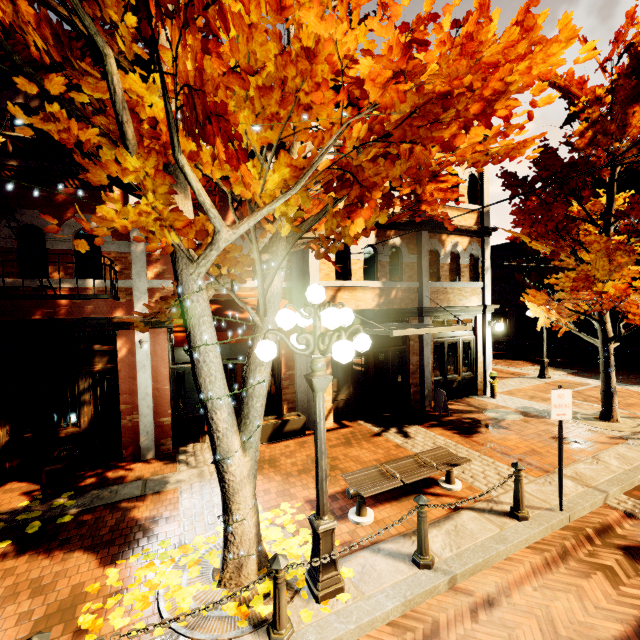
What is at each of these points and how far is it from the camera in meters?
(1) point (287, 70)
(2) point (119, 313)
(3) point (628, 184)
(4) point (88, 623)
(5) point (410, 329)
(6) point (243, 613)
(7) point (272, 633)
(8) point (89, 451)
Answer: (1) tree, 2.9 m
(2) building, 7.5 m
(3) building, 24.5 m
(4) leaves, 3.5 m
(5) awning, 7.3 m
(6) leaves, 3.6 m
(7) chain link post, 3.3 m
(8) building, 7.4 m

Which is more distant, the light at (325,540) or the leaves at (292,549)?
the leaves at (292,549)

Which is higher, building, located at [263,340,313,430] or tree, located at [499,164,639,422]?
tree, located at [499,164,639,422]

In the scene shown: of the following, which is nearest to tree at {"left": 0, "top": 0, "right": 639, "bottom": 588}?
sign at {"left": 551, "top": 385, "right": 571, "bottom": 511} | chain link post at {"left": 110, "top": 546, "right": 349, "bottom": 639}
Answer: chain link post at {"left": 110, "top": 546, "right": 349, "bottom": 639}

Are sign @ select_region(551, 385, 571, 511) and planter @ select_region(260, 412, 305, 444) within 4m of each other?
no

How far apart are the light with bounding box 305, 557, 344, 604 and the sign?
3.3 meters

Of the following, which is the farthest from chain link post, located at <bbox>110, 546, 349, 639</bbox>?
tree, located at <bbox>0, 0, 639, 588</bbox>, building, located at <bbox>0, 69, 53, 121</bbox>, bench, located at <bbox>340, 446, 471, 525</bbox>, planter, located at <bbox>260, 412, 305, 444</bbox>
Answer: building, located at <bbox>0, 69, 53, 121</bbox>

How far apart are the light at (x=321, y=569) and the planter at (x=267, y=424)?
4.3 meters
